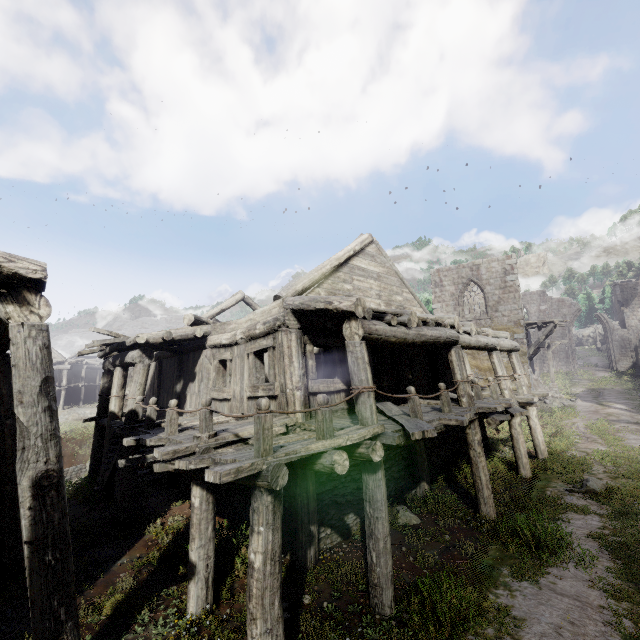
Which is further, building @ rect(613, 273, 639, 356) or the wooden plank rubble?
building @ rect(613, 273, 639, 356)

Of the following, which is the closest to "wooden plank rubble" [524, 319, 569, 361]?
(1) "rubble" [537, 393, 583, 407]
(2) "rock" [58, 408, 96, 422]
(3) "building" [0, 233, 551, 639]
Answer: (3) "building" [0, 233, 551, 639]

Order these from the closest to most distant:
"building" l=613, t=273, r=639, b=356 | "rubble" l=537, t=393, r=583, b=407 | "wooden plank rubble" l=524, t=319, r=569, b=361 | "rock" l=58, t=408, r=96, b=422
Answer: "wooden plank rubble" l=524, t=319, r=569, b=361
"rubble" l=537, t=393, r=583, b=407
"rock" l=58, t=408, r=96, b=422
"building" l=613, t=273, r=639, b=356

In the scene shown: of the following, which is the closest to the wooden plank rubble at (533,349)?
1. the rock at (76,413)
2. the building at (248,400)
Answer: the building at (248,400)

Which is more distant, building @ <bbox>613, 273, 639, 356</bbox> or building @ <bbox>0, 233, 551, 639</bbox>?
building @ <bbox>613, 273, 639, 356</bbox>

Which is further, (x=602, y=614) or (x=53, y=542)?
(x=602, y=614)

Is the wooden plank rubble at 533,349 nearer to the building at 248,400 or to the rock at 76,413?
the building at 248,400
